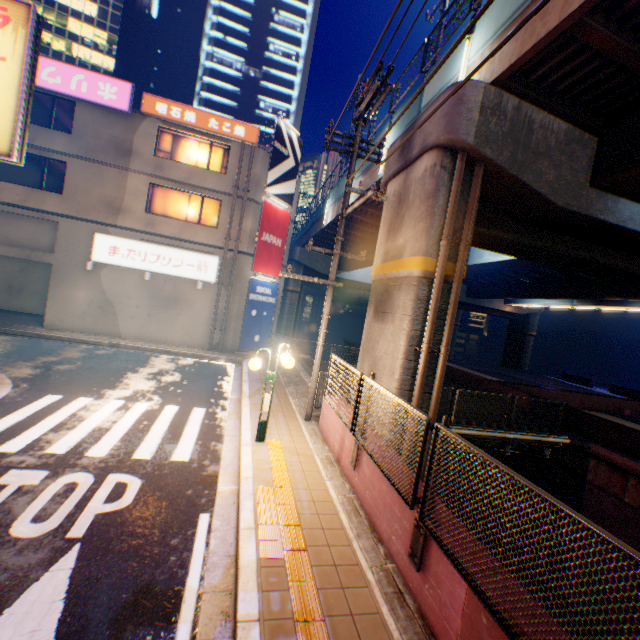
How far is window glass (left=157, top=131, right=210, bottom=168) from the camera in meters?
17.4

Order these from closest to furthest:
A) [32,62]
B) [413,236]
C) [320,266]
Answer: [32,62] → [413,236] → [320,266]

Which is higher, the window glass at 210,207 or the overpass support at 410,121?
the overpass support at 410,121

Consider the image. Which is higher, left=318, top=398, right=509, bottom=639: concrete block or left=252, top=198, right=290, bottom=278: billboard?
left=252, top=198, right=290, bottom=278: billboard

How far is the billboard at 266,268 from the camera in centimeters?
1889cm

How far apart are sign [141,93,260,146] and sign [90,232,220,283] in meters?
6.2 m

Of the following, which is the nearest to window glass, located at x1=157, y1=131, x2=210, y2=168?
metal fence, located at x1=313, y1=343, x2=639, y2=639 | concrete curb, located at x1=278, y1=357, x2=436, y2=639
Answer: concrete curb, located at x1=278, y1=357, x2=436, y2=639

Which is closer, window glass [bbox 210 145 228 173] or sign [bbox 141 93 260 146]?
sign [bbox 141 93 260 146]
